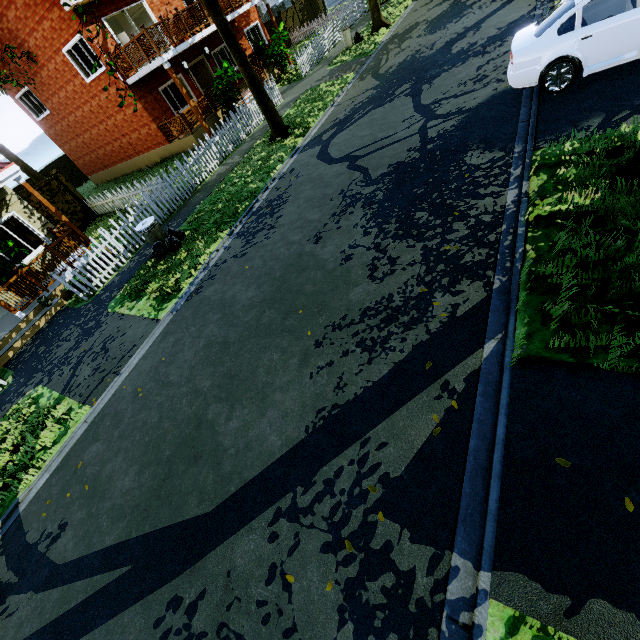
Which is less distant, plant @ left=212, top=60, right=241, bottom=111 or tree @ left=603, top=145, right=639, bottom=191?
tree @ left=603, top=145, right=639, bottom=191

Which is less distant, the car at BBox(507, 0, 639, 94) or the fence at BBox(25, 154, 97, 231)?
the car at BBox(507, 0, 639, 94)

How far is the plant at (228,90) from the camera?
15.50m

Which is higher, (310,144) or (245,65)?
(245,65)

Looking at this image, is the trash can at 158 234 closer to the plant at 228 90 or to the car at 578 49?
the car at 578 49

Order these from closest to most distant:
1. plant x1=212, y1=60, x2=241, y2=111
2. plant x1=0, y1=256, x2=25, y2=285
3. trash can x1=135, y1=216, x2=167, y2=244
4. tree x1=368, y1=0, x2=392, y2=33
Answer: trash can x1=135, y1=216, x2=167, y2=244, plant x1=0, y1=256, x2=25, y2=285, plant x1=212, y1=60, x2=241, y2=111, tree x1=368, y1=0, x2=392, y2=33

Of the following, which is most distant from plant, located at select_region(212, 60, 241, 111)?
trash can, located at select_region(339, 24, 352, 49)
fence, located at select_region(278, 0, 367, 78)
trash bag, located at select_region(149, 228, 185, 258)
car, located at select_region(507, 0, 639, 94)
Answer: car, located at select_region(507, 0, 639, 94)

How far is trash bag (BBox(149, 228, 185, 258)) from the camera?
9.4m
